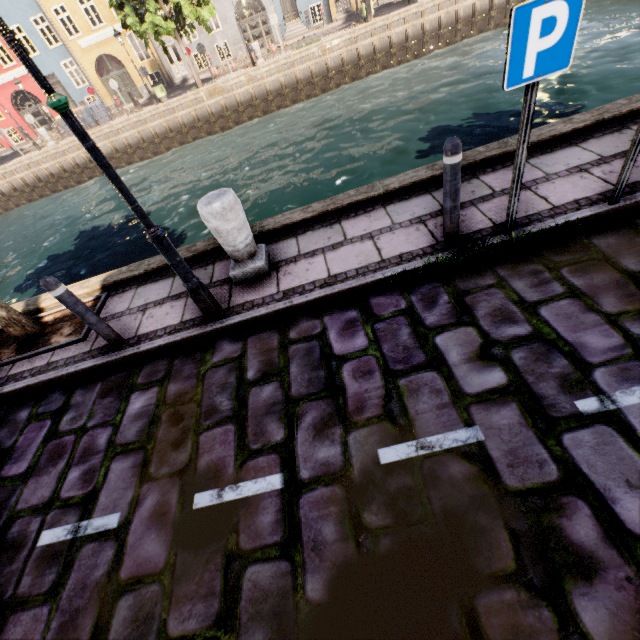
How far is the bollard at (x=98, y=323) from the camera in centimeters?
338cm

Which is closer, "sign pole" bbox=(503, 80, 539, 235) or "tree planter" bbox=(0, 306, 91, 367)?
"sign pole" bbox=(503, 80, 539, 235)

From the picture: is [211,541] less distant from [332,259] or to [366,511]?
[366,511]

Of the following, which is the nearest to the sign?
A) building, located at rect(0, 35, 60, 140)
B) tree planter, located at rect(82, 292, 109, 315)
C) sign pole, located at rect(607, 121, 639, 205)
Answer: sign pole, located at rect(607, 121, 639, 205)

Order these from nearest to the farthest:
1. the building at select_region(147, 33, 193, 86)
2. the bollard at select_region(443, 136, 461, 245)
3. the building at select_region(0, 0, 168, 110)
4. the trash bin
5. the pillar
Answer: the bollard at select_region(443, 136, 461, 245) < the pillar < the trash bin < the building at select_region(0, 0, 168, 110) < the building at select_region(147, 33, 193, 86)

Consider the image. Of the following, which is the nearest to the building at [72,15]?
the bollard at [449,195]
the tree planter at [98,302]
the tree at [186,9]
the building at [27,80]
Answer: the tree at [186,9]

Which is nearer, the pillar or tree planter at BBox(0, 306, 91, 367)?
the pillar

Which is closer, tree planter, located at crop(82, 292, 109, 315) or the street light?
the street light
